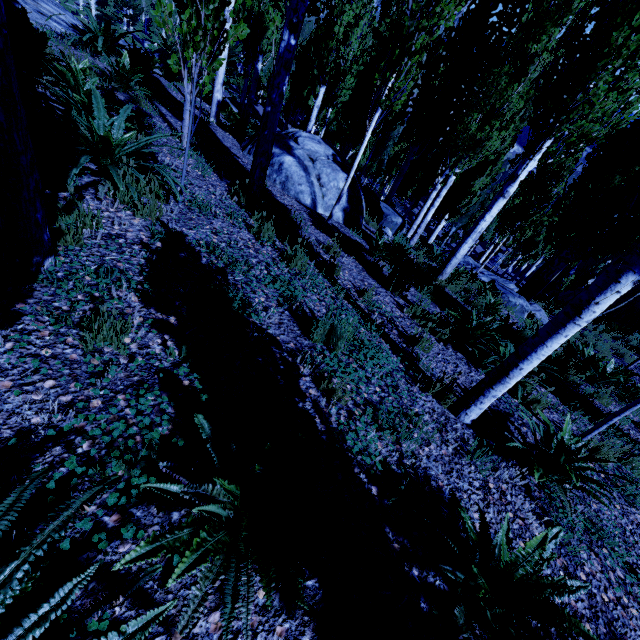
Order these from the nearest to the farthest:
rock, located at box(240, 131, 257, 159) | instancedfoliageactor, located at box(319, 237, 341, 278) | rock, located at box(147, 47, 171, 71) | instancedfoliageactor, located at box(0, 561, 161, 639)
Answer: instancedfoliageactor, located at box(0, 561, 161, 639)
instancedfoliageactor, located at box(319, 237, 341, 278)
rock, located at box(240, 131, 257, 159)
rock, located at box(147, 47, 171, 71)

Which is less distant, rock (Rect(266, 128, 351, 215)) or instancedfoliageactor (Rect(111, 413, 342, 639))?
instancedfoliageactor (Rect(111, 413, 342, 639))

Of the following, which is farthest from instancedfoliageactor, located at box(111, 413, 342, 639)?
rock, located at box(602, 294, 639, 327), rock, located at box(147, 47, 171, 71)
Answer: rock, located at box(602, 294, 639, 327)

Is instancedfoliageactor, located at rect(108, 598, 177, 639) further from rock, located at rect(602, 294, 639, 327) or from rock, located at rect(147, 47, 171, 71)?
rock, located at rect(602, 294, 639, 327)

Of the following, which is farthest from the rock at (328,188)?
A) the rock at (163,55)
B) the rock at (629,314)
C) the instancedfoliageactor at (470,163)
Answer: the rock at (629,314)

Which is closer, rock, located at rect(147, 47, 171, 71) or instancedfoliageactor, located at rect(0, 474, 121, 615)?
instancedfoliageactor, located at rect(0, 474, 121, 615)

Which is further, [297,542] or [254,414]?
[254,414]

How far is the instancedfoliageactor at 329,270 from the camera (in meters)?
4.80
